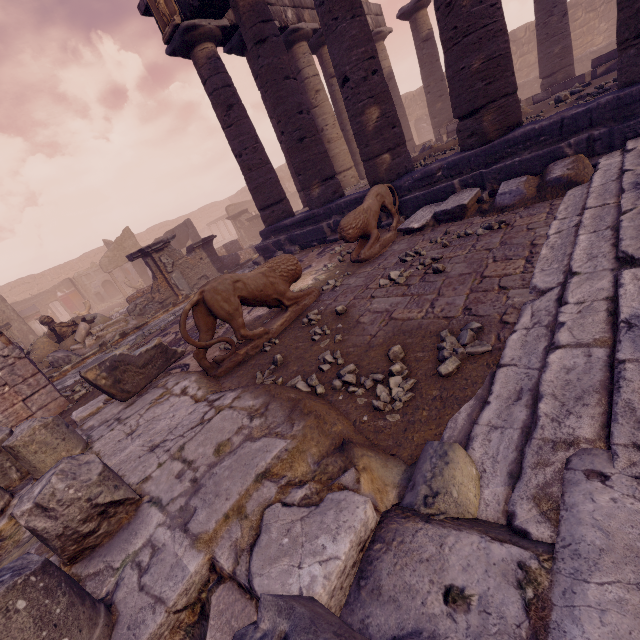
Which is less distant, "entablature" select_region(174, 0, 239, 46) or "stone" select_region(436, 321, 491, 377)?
"stone" select_region(436, 321, 491, 377)

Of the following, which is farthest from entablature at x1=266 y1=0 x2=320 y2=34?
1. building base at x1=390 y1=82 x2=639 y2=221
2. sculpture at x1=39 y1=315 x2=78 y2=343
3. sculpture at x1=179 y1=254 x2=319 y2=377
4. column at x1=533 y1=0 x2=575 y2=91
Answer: sculpture at x1=39 y1=315 x2=78 y2=343

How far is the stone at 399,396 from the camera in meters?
2.4 m

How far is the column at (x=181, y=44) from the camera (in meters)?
8.60

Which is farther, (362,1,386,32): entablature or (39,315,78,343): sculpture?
(362,1,386,32): entablature

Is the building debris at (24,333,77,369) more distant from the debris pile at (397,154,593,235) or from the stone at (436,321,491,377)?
the stone at (436,321,491,377)

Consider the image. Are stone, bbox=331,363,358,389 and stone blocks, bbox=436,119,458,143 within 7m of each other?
no

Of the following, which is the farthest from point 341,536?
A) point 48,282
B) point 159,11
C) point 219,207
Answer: point 219,207
